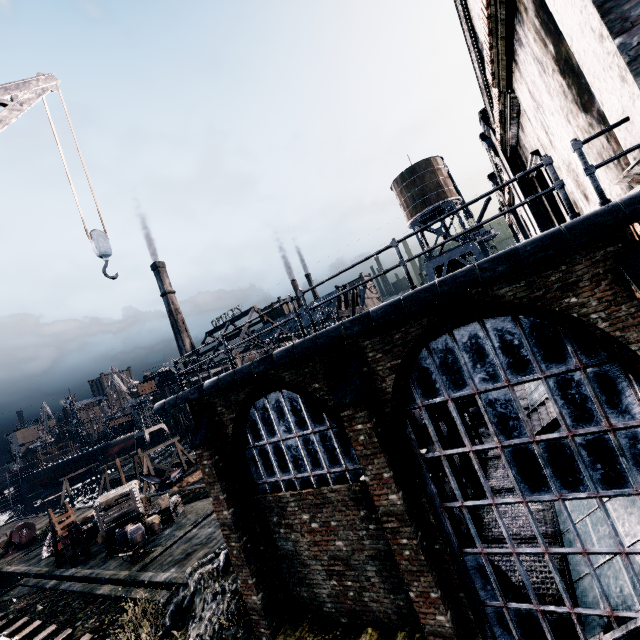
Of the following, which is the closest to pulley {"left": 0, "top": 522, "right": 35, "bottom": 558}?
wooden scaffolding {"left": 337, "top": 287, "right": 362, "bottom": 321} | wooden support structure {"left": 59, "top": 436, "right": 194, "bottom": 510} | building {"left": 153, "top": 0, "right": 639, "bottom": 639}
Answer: wooden support structure {"left": 59, "top": 436, "right": 194, "bottom": 510}

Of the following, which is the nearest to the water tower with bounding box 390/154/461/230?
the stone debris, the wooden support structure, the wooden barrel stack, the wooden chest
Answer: the stone debris

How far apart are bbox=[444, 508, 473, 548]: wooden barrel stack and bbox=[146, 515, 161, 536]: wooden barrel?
21.5 meters

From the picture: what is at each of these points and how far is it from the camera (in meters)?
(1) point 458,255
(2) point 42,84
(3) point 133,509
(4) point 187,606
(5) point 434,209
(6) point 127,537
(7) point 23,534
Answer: (1) water tower, 38.34
(2) crane, 7.08
(3) wooden chest, 23.25
(4) stone debris, 13.16
(5) water tower, 40.12
(6) wooden barrel, 21.84
(7) pulley, 34.31

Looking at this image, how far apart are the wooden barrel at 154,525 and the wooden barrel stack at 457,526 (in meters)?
21.50

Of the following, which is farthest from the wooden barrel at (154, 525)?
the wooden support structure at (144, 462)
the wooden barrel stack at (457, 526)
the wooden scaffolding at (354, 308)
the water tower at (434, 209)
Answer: the water tower at (434, 209)

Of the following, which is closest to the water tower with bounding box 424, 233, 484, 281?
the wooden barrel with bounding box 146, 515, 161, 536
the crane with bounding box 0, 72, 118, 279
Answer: the wooden barrel with bounding box 146, 515, 161, 536

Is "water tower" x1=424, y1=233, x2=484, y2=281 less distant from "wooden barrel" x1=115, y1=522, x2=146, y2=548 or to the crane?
"wooden barrel" x1=115, y1=522, x2=146, y2=548
